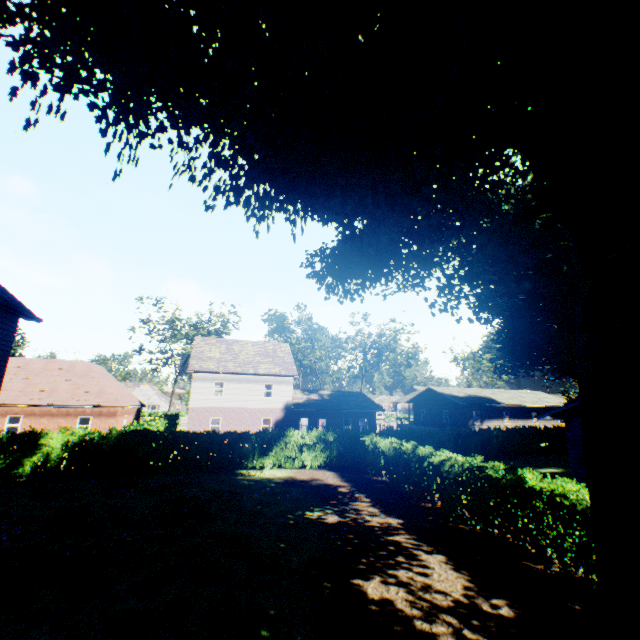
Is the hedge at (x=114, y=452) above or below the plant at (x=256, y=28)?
below

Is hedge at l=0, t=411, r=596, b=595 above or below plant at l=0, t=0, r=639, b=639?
below

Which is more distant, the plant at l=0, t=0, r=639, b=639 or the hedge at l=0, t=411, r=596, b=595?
the hedge at l=0, t=411, r=596, b=595

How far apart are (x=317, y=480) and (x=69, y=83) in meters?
18.0

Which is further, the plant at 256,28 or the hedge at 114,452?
the hedge at 114,452
